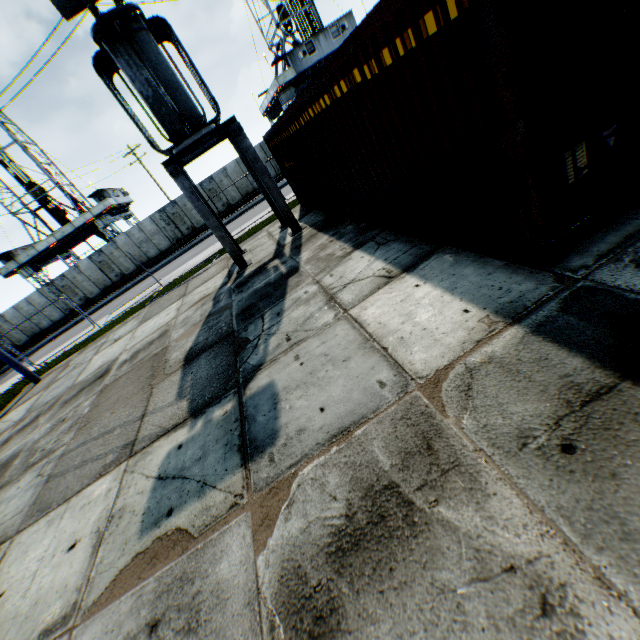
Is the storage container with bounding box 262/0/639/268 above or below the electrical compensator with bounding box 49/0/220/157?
below

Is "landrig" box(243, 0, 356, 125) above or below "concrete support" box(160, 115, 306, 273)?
above

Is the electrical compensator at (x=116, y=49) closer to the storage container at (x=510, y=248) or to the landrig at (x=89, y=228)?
the storage container at (x=510, y=248)

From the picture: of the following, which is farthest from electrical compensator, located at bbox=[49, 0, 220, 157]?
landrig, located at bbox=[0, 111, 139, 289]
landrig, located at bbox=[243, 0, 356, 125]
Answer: landrig, located at bbox=[0, 111, 139, 289]

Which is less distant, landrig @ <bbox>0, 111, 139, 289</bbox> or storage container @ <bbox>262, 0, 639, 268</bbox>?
storage container @ <bbox>262, 0, 639, 268</bbox>

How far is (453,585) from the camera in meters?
1.9

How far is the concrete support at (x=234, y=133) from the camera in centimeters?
903cm

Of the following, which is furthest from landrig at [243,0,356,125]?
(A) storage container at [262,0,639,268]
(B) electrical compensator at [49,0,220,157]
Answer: (B) electrical compensator at [49,0,220,157]
